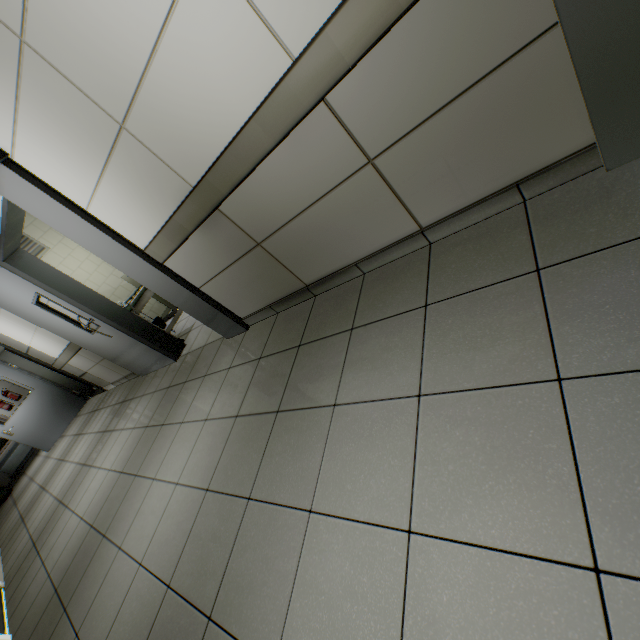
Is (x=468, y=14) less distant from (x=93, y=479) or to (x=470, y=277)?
(x=470, y=277)

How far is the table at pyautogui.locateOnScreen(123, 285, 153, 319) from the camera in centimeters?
430cm

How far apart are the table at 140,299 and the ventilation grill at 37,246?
2.26m

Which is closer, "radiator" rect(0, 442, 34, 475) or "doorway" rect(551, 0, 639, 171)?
"doorway" rect(551, 0, 639, 171)

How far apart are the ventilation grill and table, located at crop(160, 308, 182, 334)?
2.3m

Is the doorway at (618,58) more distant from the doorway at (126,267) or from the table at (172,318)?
the table at (172,318)

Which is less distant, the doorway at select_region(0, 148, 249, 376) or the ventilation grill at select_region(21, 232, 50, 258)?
the doorway at select_region(0, 148, 249, 376)

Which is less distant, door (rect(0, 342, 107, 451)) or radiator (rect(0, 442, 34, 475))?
door (rect(0, 342, 107, 451))
